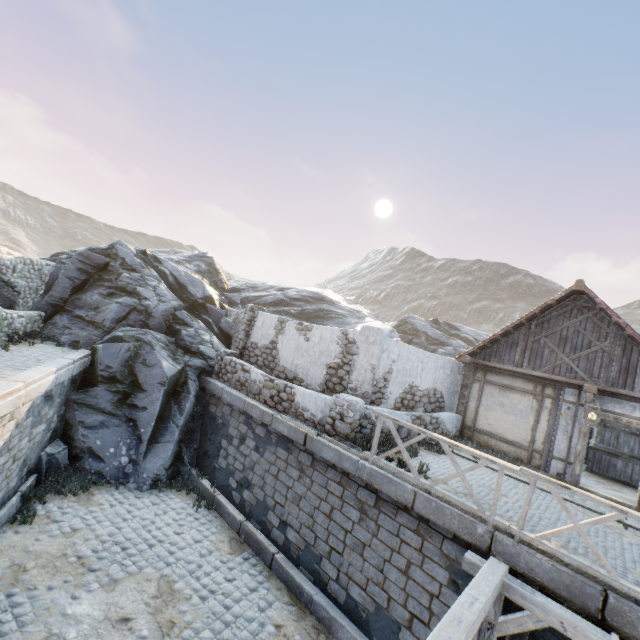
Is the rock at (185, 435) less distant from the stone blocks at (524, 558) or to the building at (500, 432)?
the stone blocks at (524, 558)

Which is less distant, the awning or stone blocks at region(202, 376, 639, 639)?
the awning

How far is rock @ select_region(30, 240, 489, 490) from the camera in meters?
10.1

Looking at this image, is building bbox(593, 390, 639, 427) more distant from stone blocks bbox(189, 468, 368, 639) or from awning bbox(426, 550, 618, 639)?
awning bbox(426, 550, 618, 639)

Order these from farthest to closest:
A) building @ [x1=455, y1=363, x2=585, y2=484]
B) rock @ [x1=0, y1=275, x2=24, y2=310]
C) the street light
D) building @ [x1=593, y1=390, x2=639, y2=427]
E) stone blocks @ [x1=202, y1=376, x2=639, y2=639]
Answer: rock @ [x1=0, y1=275, x2=24, y2=310]
building @ [x1=455, y1=363, x2=585, y2=484]
building @ [x1=593, y1=390, x2=639, y2=427]
the street light
stone blocks @ [x1=202, y1=376, x2=639, y2=639]

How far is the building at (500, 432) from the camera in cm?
977

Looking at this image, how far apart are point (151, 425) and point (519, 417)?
12.2m

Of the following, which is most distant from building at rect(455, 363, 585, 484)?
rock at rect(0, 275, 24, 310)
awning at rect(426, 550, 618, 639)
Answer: rock at rect(0, 275, 24, 310)
